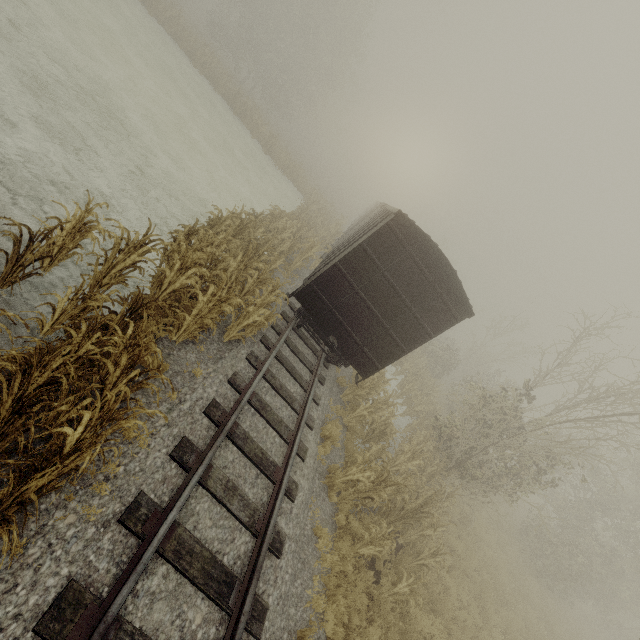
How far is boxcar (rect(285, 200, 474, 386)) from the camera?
8.32m

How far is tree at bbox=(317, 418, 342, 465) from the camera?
8.0m

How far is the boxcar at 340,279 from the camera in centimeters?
832cm

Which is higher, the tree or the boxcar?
the boxcar

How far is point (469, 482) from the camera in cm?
1335

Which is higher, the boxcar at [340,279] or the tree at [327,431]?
the boxcar at [340,279]
